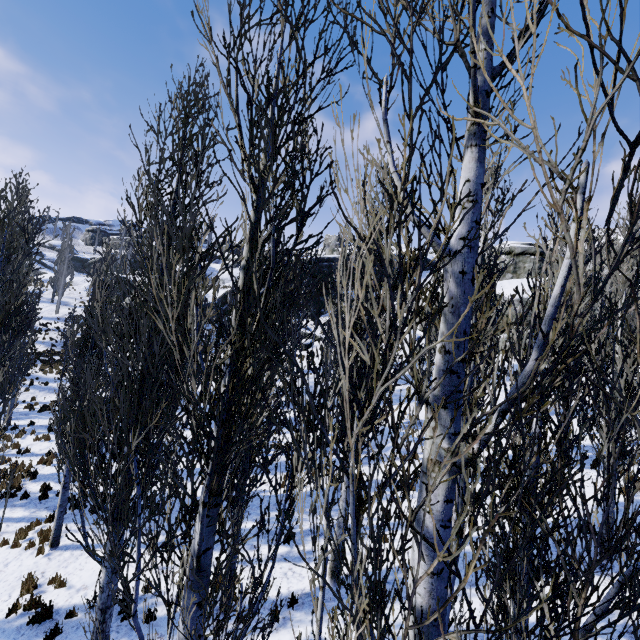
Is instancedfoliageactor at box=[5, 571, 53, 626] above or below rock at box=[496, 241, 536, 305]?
below

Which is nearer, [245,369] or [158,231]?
[158,231]

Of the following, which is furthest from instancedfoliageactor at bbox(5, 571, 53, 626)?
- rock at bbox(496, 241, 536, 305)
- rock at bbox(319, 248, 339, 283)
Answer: rock at bbox(319, 248, 339, 283)

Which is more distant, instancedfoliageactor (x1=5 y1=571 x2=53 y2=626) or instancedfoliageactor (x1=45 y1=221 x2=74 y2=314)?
instancedfoliageactor (x1=45 y1=221 x2=74 y2=314)

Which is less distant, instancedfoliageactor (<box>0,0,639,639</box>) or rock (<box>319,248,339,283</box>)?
instancedfoliageactor (<box>0,0,639,639</box>)

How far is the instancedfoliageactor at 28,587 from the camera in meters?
7.3 m
